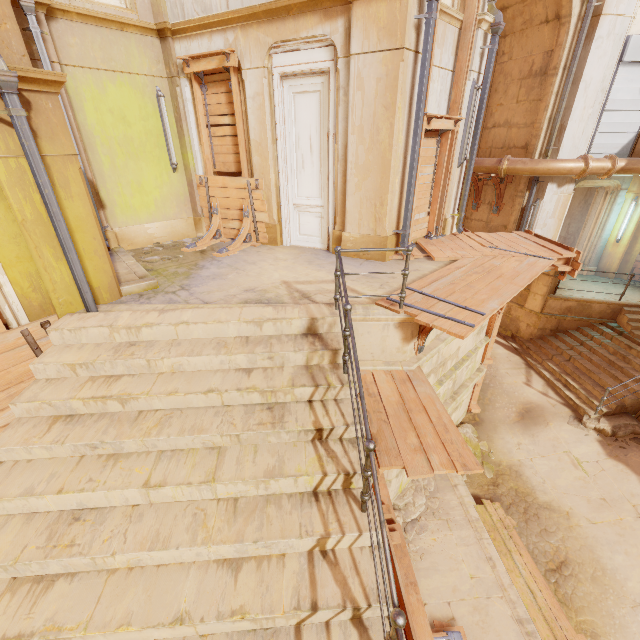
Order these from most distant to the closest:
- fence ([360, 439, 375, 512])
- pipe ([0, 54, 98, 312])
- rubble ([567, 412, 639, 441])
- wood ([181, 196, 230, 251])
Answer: rubble ([567, 412, 639, 441]), wood ([181, 196, 230, 251]), pipe ([0, 54, 98, 312]), fence ([360, 439, 375, 512])

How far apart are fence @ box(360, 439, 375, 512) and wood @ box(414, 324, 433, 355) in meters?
2.6

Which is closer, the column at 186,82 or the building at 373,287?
the building at 373,287

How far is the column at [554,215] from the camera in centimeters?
1105cm

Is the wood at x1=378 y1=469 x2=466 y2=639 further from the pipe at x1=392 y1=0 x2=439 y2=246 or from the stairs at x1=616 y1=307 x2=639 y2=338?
the stairs at x1=616 y1=307 x2=639 y2=338

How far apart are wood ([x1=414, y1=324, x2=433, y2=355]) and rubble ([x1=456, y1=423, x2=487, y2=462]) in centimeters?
434cm

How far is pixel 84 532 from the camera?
3.13m

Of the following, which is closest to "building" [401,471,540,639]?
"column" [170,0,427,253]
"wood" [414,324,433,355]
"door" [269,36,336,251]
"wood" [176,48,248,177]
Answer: "column" [170,0,427,253]
